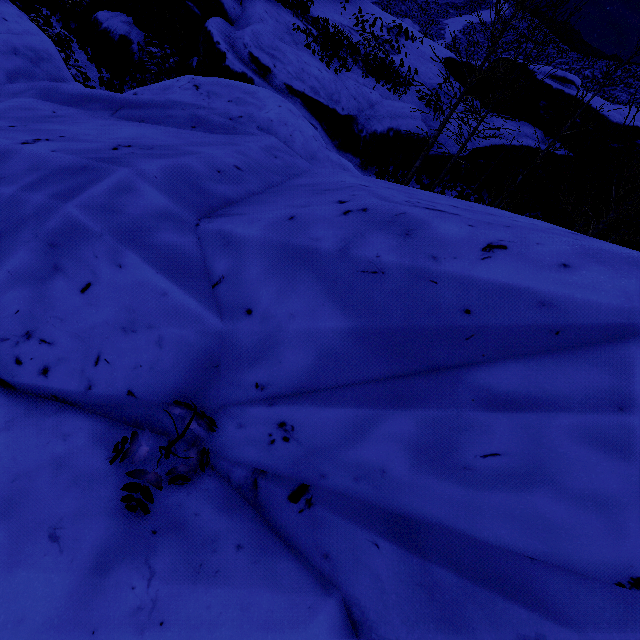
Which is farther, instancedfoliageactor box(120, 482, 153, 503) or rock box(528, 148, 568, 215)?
rock box(528, 148, 568, 215)

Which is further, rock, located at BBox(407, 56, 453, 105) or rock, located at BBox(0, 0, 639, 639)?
rock, located at BBox(407, 56, 453, 105)

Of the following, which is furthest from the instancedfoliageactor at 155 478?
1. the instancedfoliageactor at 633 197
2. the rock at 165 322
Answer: the instancedfoliageactor at 633 197

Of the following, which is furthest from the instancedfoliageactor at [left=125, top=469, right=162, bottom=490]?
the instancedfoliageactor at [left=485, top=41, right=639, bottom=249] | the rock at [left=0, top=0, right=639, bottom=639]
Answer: the instancedfoliageactor at [left=485, top=41, right=639, bottom=249]

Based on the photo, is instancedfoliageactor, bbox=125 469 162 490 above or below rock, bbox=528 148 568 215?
above

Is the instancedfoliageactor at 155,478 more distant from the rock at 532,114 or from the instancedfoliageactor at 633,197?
the instancedfoliageactor at 633,197

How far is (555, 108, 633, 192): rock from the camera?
19.9 meters

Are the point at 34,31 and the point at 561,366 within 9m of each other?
no
